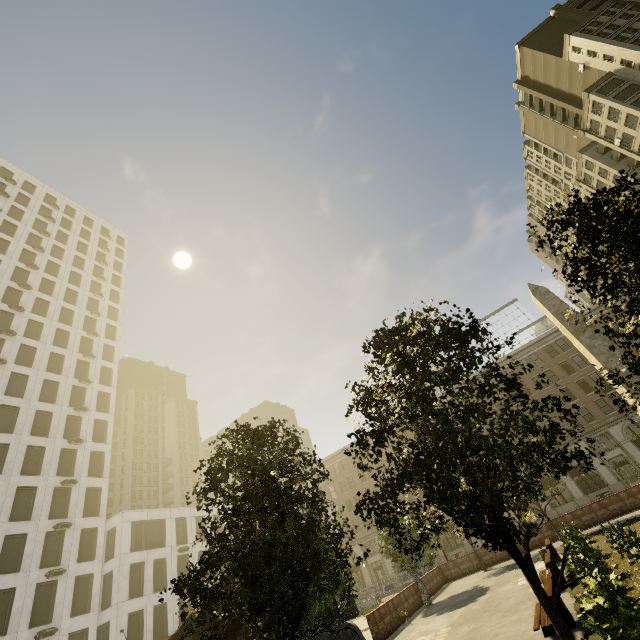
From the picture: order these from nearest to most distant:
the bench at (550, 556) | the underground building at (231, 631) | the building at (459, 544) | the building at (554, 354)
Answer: the bench at (550, 556) → the underground building at (231, 631) → the building at (554, 354) → the building at (459, 544)

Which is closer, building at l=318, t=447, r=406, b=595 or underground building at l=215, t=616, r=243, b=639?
underground building at l=215, t=616, r=243, b=639

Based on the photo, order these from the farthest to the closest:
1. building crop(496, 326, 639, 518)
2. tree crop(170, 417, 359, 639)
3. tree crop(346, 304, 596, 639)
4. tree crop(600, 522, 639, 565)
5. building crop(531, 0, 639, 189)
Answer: building crop(531, 0, 639, 189)
building crop(496, 326, 639, 518)
tree crop(600, 522, 639, 565)
tree crop(170, 417, 359, 639)
tree crop(346, 304, 596, 639)

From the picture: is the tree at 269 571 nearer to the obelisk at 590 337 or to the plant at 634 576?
the plant at 634 576

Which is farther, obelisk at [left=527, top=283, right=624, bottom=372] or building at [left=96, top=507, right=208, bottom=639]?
building at [left=96, top=507, right=208, bottom=639]

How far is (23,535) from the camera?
28.6 meters

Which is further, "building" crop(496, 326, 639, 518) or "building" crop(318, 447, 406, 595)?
"building" crop(318, 447, 406, 595)

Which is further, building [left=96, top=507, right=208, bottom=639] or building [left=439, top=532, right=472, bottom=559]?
building [left=439, top=532, right=472, bottom=559]
